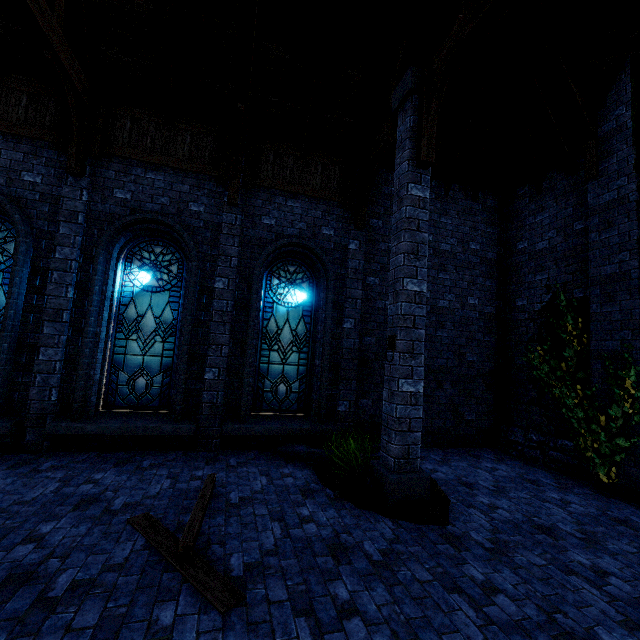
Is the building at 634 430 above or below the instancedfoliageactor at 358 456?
above

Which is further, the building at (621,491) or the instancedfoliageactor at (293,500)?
the building at (621,491)

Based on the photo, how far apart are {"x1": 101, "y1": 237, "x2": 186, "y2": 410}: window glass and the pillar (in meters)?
4.34

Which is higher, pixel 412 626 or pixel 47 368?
pixel 47 368

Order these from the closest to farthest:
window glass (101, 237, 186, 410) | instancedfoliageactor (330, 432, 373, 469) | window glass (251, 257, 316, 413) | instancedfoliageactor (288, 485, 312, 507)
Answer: instancedfoliageactor (288, 485, 312, 507) < instancedfoliageactor (330, 432, 373, 469) < window glass (101, 237, 186, 410) < window glass (251, 257, 316, 413)

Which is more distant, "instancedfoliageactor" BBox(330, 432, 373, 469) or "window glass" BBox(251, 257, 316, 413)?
"window glass" BBox(251, 257, 316, 413)

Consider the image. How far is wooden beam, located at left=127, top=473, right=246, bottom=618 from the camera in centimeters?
277cm

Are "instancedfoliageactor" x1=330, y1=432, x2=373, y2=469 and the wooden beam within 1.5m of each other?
no
